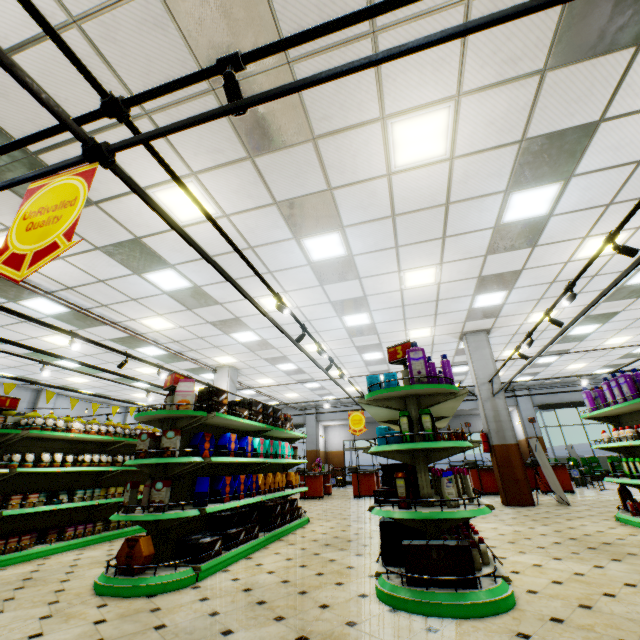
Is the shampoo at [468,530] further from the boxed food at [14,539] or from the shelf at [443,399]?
the boxed food at [14,539]

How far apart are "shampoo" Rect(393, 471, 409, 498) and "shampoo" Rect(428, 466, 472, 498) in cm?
89

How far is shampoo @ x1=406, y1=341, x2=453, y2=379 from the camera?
3.6m

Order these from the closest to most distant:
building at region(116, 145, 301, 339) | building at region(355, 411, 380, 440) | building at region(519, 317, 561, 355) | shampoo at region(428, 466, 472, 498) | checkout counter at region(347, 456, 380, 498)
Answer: shampoo at region(428, 466, 472, 498) < building at region(116, 145, 301, 339) < building at region(519, 317, 561, 355) < checkout counter at region(347, 456, 380, 498) < building at region(355, 411, 380, 440)

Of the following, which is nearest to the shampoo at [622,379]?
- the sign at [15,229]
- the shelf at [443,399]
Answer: the shelf at [443,399]

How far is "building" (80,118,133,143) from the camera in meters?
3.8 m

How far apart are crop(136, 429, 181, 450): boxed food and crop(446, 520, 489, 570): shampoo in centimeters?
406cm

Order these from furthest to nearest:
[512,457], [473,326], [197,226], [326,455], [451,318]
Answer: [326,455]
[473,326]
[451,318]
[512,457]
[197,226]
